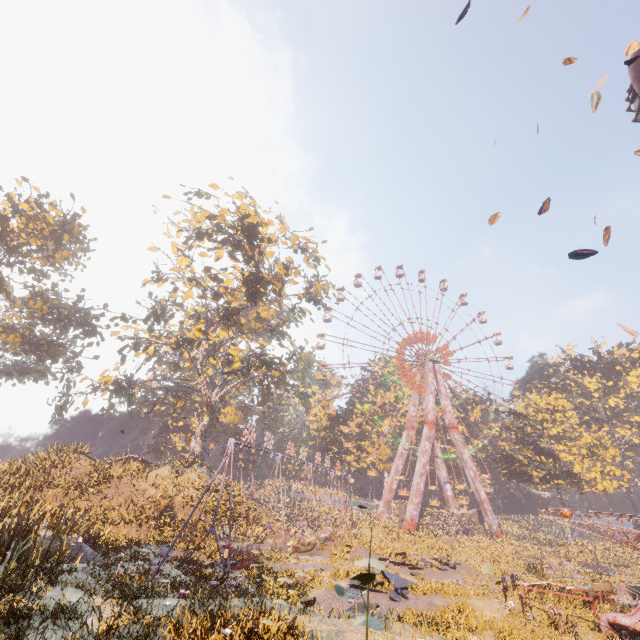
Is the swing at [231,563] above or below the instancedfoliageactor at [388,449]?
below

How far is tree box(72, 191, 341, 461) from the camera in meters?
25.2 m

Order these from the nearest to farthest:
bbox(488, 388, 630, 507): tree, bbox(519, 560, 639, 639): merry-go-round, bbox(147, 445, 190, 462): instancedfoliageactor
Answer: bbox(519, 560, 639, 639): merry-go-round, bbox(147, 445, 190, 462): instancedfoliageactor, bbox(488, 388, 630, 507): tree

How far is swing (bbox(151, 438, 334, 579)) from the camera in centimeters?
1640cm

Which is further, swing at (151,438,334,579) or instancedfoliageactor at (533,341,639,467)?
instancedfoliageactor at (533,341,639,467)

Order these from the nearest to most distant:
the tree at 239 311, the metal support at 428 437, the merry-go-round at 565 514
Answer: the merry-go-round at 565 514, the tree at 239 311, the metal support at 428 437

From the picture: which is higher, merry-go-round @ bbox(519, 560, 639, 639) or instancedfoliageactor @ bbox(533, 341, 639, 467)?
instancedfoliageactor @ bbox(533, 341, 639, 467)

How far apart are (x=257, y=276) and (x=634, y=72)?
24.97m
